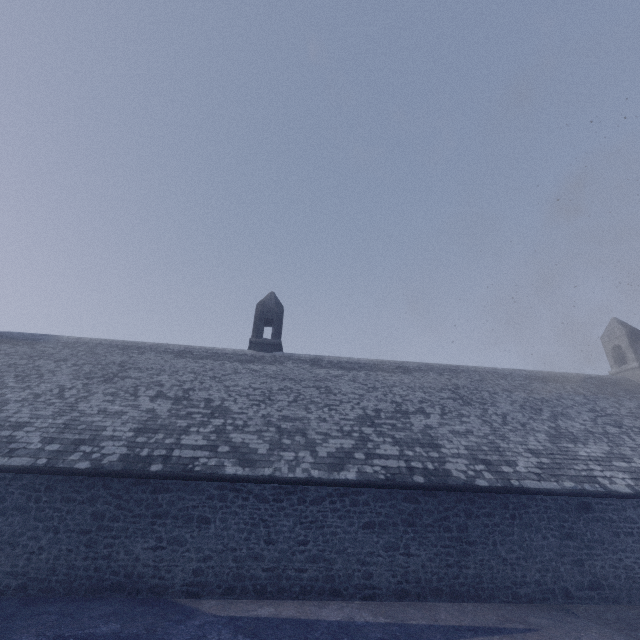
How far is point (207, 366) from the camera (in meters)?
16.00
